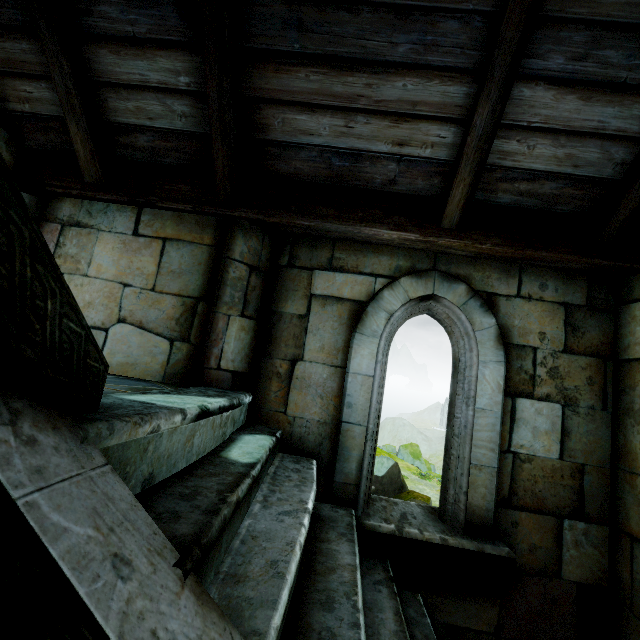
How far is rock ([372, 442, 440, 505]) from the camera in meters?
18.4

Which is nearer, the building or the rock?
the building

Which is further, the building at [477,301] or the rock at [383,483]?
the rock at [383,483]

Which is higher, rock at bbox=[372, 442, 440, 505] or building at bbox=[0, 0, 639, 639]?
building at bbox=[0, 0, 639, 639]

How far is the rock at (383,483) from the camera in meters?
18.4 m

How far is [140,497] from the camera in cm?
115
